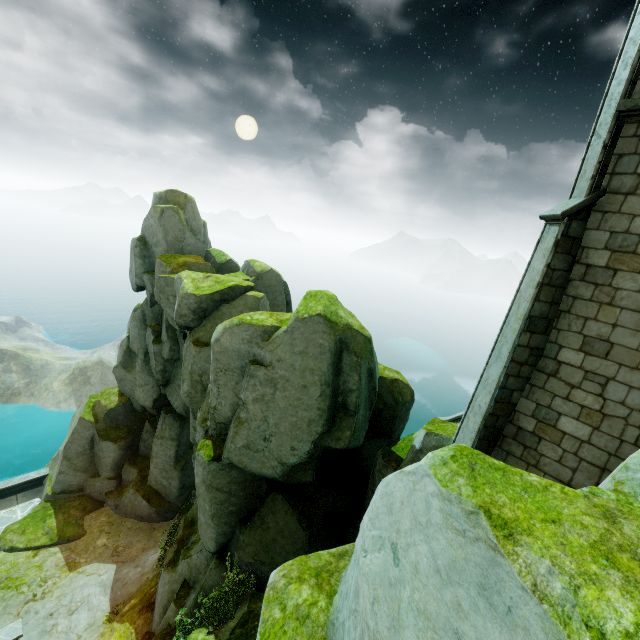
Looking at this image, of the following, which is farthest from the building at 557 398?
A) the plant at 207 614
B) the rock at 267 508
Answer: the plant at 207 614

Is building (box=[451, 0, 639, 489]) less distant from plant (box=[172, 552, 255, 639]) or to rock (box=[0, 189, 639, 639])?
rock (box=[0, 189, 639, 639])

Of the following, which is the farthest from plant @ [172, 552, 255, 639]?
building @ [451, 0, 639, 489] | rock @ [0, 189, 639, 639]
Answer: building @ [451, 0, 639, 489]

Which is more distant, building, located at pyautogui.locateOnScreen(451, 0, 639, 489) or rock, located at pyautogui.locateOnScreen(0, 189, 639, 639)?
building, located at pyautogui.locateOnScreen(451, 0, 639, 489)

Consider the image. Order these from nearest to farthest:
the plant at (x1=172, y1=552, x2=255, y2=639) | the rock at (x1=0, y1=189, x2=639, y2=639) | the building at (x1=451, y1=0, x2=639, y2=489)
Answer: the rock at (x1=0, y1=189, x2=639, y2=639) → the building at (x1=451, y1=0, x2=639, y2=489) → the plant at (x1=172, y1=552, x2=255, y2=639)

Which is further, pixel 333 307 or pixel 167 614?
pixel 167 614
